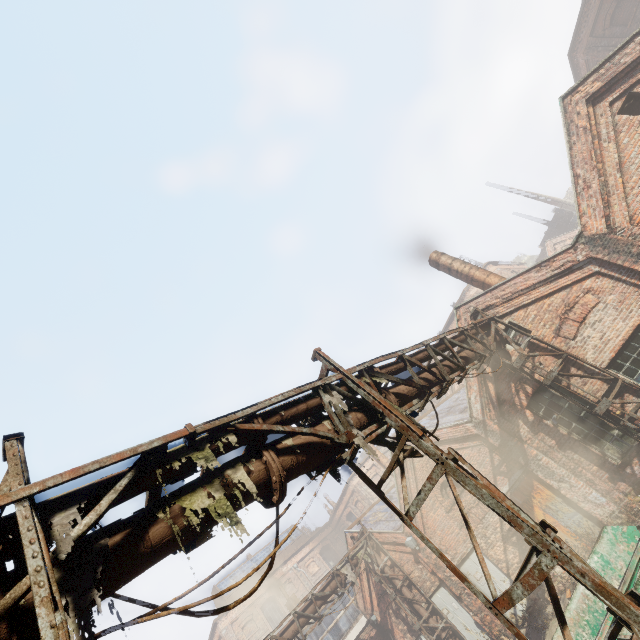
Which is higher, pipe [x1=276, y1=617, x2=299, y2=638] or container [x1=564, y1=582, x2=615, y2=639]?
pipe [x1=276, y1=617, x2=299, y2=638]

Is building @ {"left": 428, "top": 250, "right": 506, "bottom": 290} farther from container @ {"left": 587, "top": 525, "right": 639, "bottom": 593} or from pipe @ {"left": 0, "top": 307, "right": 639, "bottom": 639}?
container @ {"left": 587, "top": 525, "right": 639, "bottom": 593}

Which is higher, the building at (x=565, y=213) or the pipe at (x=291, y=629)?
the building at (x=565, y=213)

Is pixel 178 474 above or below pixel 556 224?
below

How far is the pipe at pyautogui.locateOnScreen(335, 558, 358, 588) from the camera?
14.3 meters

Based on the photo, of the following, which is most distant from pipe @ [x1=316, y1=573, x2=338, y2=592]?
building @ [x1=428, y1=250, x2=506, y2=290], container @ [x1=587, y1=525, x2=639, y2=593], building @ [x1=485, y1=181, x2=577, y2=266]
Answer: building @ [x1=485, y1=181, x2=577, y2=266]

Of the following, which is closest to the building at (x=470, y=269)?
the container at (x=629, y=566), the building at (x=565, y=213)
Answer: the container at (x=629, y=566)
